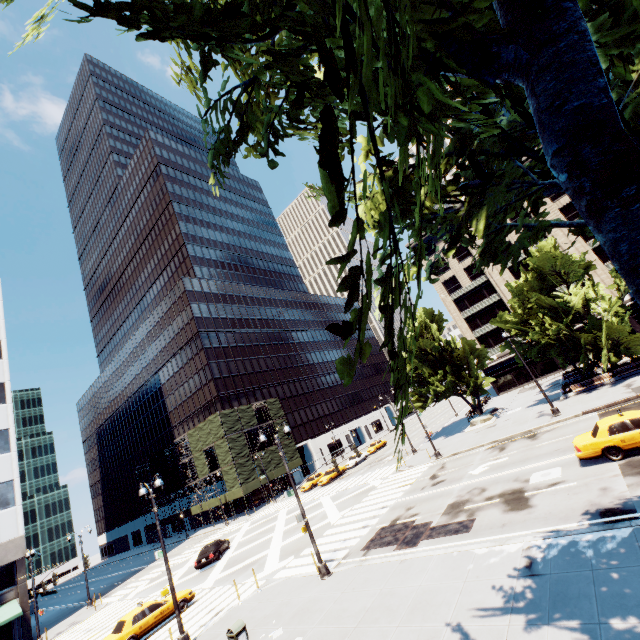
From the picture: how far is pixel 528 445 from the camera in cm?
2142

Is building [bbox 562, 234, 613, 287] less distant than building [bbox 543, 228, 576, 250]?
Yes

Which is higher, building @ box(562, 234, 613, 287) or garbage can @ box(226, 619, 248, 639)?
building @ box(562, 234, 613, 287)

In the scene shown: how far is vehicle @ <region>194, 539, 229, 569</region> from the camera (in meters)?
27.19

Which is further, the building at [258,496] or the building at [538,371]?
the building at [258,496]

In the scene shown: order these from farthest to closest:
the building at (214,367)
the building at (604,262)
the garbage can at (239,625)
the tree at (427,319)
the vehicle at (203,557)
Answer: the building at (214,367), the building at (604,262), the vehicle at (203,557), the garbage can at (239,625), the tree at (427,319)

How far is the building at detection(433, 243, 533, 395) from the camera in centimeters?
5222cm

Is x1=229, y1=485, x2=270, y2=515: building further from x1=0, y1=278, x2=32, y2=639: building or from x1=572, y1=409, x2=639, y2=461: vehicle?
x1=572, y1=409, x2=639, y2=461: vehicle
